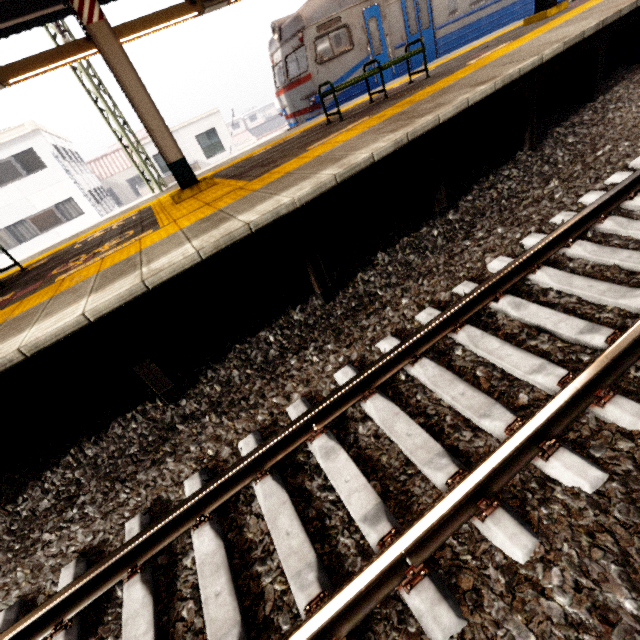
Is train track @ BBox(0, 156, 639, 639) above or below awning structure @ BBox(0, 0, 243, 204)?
below

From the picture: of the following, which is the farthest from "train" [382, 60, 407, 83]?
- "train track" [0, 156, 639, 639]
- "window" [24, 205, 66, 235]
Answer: "window" [24, 205, 66, 235]

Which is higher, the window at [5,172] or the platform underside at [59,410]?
the window at [5,172]

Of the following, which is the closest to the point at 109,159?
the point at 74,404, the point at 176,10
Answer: the point at 176,10

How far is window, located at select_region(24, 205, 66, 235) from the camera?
20.1 meters

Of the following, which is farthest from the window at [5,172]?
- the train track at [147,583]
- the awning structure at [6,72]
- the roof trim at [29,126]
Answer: the train track at [147,583]

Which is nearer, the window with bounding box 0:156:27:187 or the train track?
the train track

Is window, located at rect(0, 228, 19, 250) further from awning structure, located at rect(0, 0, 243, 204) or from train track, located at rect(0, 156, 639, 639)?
train track, located at rect(0, 156, 639, 639)
